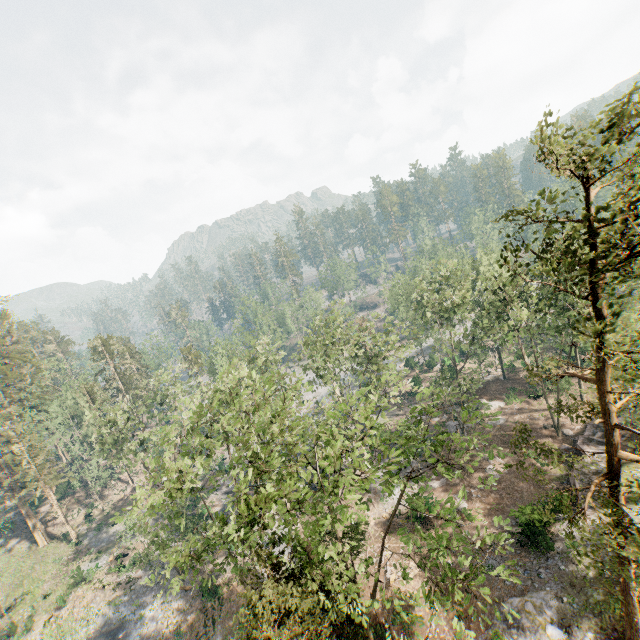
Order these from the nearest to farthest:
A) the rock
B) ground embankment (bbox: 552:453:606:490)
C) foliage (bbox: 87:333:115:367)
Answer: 1. the rock
2. ground embankment (bbox: 552:453:606:490)
3. foliage (bbox: 87:333:115:367)

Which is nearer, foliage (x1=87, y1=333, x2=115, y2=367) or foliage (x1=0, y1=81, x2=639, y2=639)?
foliage (x1=0, y1=81, x2=639, y2=639)

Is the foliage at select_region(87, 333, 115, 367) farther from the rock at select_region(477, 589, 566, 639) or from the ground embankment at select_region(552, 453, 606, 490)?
the ground embankment at select_region(552, 453, 606, 490)

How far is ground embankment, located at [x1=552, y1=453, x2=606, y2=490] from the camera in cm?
2633

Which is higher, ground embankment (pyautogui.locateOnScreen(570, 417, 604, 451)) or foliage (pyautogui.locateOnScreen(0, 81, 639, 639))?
foliage (pyautogui.locateOnScreen(0, 81, 639, 639))

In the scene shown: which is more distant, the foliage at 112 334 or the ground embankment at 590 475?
the foliage at 112 334

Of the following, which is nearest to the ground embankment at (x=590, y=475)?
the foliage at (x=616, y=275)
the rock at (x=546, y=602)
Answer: the foliage at (x=616, y=275)

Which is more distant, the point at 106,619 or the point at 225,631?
the point at 106,619
